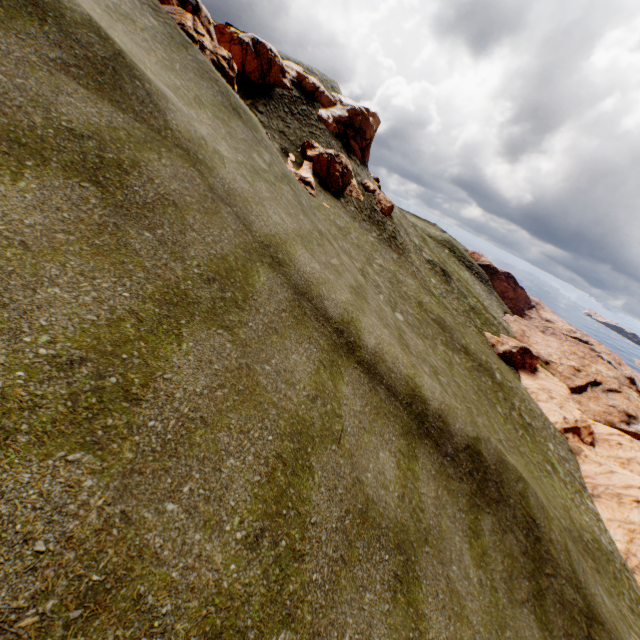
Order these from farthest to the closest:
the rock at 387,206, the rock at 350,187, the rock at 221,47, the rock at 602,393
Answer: the rock at 387,206 < the rock at 350,187 < the rock at 602,393 < the rock at 221,47

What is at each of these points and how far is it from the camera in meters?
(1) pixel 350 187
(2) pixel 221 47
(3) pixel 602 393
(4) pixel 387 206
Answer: (1) rock, 35.1 m
(2) rock, 32.1 m
(3) rock, 57.3 m
(4) rock, 38.0 m

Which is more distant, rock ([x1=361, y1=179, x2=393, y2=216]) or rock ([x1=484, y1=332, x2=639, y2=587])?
rock ([x1=361, y1=179, x2=393, y2=216])

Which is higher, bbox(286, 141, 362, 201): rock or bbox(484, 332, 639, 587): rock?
bbox(286, 141, 362, 201): rock

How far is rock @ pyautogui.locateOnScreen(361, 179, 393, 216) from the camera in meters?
37.2

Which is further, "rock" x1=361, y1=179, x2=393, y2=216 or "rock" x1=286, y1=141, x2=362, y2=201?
"rock" x1=361, y1=179, x2=393, y2=216

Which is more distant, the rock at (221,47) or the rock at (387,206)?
the rock at (387,206)
